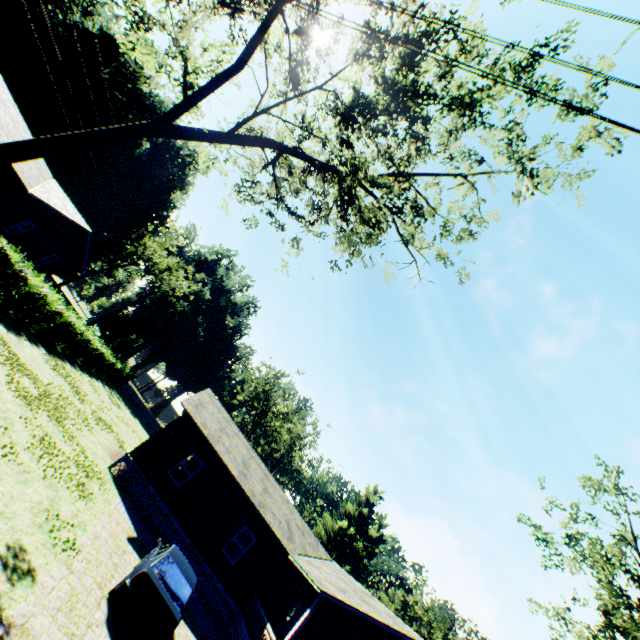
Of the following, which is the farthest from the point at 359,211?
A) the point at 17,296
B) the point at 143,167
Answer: the point at 143,167

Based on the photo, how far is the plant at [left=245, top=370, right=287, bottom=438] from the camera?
54.5m

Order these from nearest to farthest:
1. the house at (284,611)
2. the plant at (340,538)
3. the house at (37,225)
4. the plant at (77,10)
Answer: the house at (284,611) → the house at (37,225) → the plant at (77,10) → the plant at (340,538)

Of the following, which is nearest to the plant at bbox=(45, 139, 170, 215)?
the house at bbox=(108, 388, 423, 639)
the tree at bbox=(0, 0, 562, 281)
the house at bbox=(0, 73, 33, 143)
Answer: the house at bbox=(0, 73, 33, 143)

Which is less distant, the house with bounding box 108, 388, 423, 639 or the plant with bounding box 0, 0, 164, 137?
the house with bounding box 108, 388, 423, 639

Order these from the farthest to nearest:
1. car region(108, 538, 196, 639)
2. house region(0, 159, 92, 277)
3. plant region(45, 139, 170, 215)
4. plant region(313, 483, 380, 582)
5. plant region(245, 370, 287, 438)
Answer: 1. plant region(245, 370, 287, 438)
2. plant region(313, 483, 380, 582)
3. plant region(45, 139, 170, 215)
4. house region(0, 159, 92, 277)
5. car region(108, 538, 196, 639)

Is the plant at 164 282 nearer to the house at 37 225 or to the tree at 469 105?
the house at 37 225
